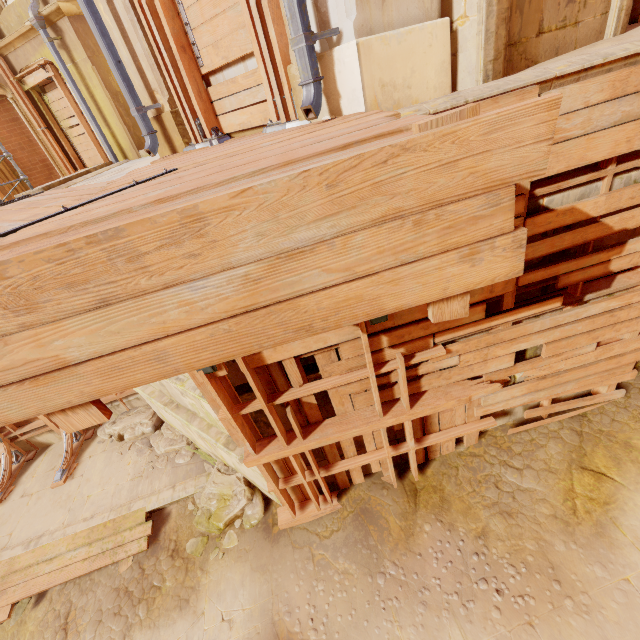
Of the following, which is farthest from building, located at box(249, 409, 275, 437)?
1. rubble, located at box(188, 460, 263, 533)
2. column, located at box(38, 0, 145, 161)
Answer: column, located at box(38, 0, 145, 161)

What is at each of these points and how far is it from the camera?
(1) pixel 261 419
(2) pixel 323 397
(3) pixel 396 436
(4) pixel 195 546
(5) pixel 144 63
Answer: (1) building, 3.93m
(2) building, 3.89m
(3) building, 4.57m
(4) rubble, 5.29m
(5) column, 3.85m

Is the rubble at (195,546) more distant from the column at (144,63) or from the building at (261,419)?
the column at (144,63)

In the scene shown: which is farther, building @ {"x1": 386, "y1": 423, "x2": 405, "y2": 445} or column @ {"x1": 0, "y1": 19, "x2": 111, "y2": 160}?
column @ {"x1": 0, "y1": 19, "x2": 111, "y2": 160}

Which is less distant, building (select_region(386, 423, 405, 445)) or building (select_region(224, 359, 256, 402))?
building (select_region(224, 359, 256, 402))

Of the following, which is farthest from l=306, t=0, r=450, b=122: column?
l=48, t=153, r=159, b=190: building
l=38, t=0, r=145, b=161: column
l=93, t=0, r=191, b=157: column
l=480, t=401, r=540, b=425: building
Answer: l=38, t=0, r=145, b=161: column

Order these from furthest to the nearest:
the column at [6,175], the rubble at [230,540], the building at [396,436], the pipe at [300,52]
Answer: the column at [6,175] → the rubble at [230,540] → the building at [396,436] → the pipe at [300,52]

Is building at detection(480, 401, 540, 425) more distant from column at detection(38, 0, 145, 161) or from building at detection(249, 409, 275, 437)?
column at detection(38, 0, 145, 161)
